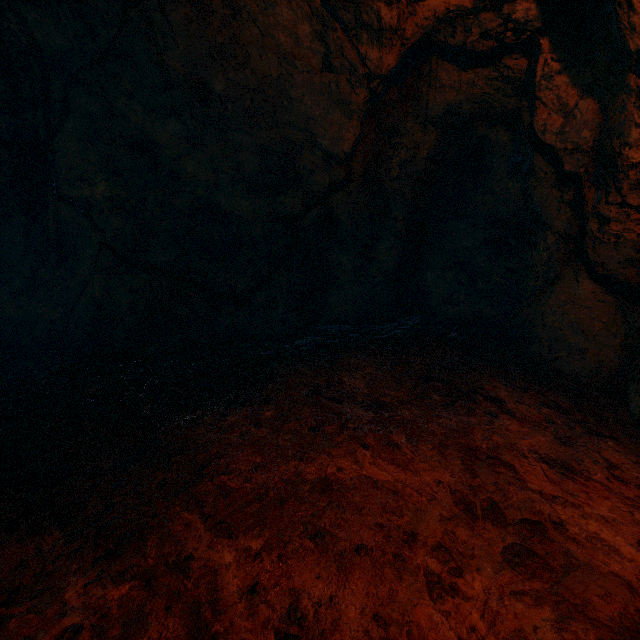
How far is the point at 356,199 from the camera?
4.6m
